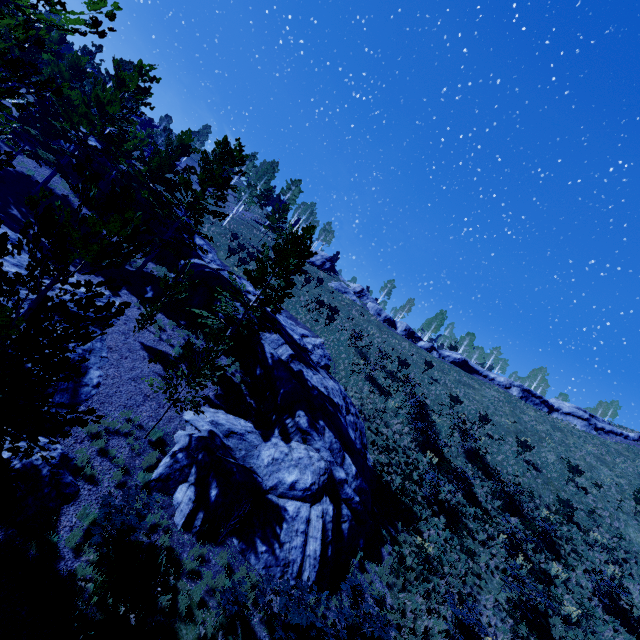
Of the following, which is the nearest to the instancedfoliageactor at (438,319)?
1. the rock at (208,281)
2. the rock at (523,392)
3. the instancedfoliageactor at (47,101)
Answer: the rock at (523,392)

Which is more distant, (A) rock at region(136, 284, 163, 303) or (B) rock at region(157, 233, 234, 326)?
(B) rock at region(157, 233, 234, 326)

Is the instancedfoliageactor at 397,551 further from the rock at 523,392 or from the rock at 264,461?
the rock at 523,392

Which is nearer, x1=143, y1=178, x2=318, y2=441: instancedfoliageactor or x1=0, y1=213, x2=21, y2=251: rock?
x1=143, y1=178, x2=318, y2=441: instancedfoliageactor

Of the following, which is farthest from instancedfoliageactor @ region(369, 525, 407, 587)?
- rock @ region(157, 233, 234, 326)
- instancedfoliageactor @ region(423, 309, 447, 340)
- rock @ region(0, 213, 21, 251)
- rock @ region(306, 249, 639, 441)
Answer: instancedfoliageactor @ region(423, 309, 447, 340)

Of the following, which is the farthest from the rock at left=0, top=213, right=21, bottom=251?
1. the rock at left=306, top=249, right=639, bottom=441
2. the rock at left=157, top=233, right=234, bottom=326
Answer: the rock at left=306, top=249, right=639, bottom=441

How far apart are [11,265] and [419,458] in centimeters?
2355cm
